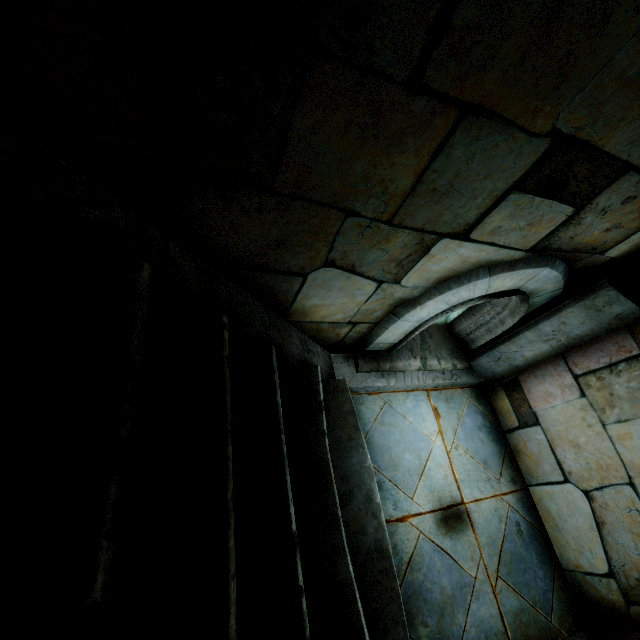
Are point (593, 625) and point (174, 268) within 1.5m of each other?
no
